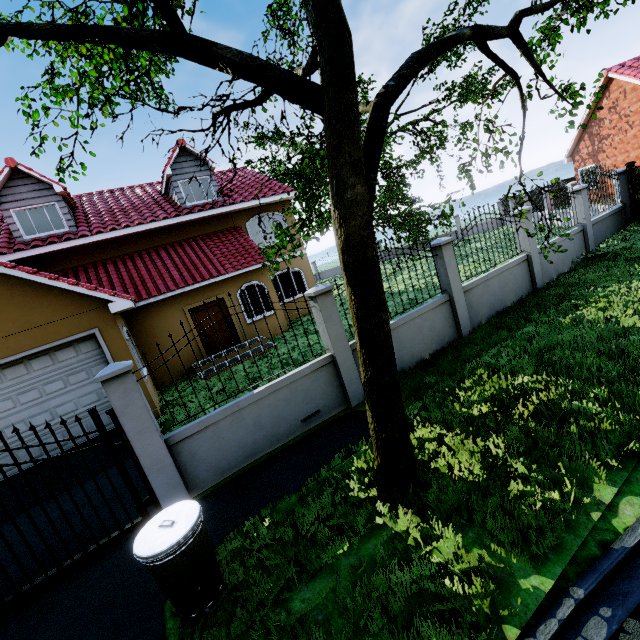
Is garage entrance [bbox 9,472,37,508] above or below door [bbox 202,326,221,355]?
below

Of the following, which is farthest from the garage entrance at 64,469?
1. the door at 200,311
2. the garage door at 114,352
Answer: the door at 200,311

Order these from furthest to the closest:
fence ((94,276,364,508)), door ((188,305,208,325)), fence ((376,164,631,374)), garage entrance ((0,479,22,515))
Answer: door ((188,305,208,325)), fence ((376,164,631,374)), garage entrance ((0,479,22,515)), fence ((94,276,364,508))

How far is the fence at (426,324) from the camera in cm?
761

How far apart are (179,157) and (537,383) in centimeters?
1578cm

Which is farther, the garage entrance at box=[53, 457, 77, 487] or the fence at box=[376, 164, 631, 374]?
the fence at box=[376, 164, 631, 374]

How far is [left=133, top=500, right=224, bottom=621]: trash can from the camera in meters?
3.0

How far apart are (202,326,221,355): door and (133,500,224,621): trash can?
10.0m
